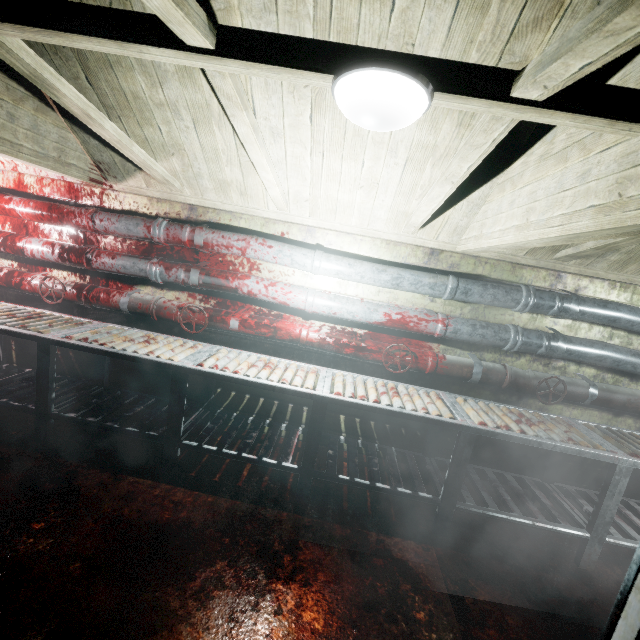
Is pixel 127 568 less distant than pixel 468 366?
Yes

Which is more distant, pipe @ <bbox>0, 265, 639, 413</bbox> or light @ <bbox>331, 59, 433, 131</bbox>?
pipe @ <bbox>0, 265, 639, 413</bbox>

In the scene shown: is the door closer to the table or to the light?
the light

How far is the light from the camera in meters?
0.9 m

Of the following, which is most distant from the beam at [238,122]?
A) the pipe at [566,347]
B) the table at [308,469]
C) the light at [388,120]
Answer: the table at [308,469]

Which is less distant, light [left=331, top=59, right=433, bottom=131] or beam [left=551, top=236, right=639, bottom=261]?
light [left=331, top=59, right=433, bottom=131]

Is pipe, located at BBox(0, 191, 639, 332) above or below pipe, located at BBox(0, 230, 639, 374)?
above

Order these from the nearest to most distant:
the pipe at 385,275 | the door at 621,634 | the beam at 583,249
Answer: the door at 621,634, the beam at 583,249, the pipe at 385,275
